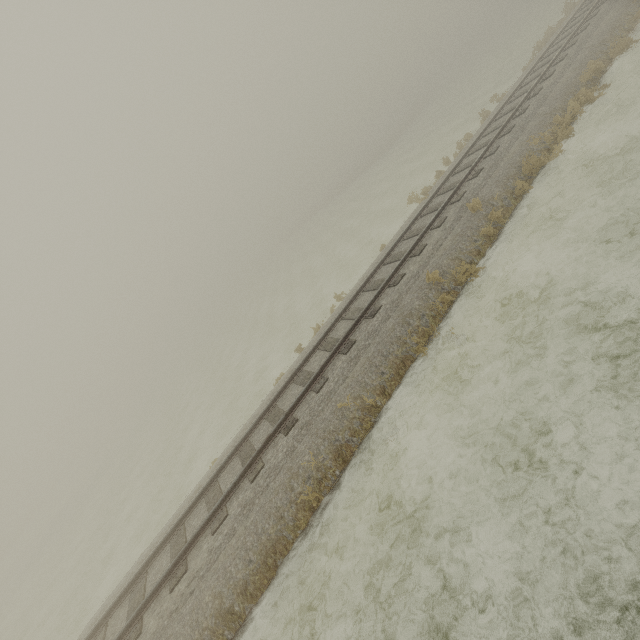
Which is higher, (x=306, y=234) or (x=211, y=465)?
(x=306, y=234)
